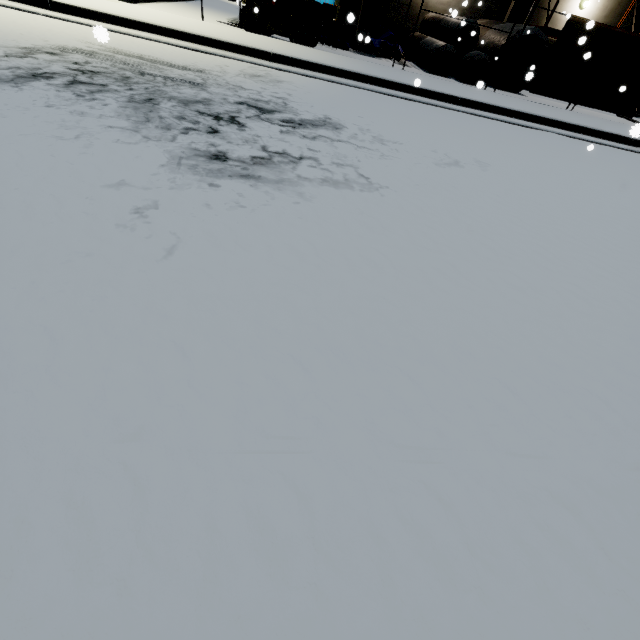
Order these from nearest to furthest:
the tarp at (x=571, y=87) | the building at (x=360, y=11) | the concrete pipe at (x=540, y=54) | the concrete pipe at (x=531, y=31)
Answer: the tarp at (x=571, y=87)
the concrete pipe at (x=531, y=31)
the concrete pipe at (x=540, y=54)
the building at (x=360, y=11)

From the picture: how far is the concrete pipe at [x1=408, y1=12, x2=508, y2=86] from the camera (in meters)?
11.84

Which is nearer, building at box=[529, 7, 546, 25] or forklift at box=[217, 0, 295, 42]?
forklift at box=[217, 0, 295, 42]

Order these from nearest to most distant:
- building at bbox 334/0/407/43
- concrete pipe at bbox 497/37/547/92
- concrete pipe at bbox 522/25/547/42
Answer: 1. concrete pipe at bbox 522/25/547/42
2. concrete pipe at bbox 497/37/547/92
3. building at bbox 334/0/407/43

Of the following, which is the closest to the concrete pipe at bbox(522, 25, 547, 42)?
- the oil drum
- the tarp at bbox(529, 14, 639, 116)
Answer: the tarp at bbox(529, 14, 639, 116)

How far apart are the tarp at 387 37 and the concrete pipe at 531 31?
2.7m

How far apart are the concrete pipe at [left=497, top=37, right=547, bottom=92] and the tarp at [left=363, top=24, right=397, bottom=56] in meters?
2.7

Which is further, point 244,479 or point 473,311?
point 473,311
